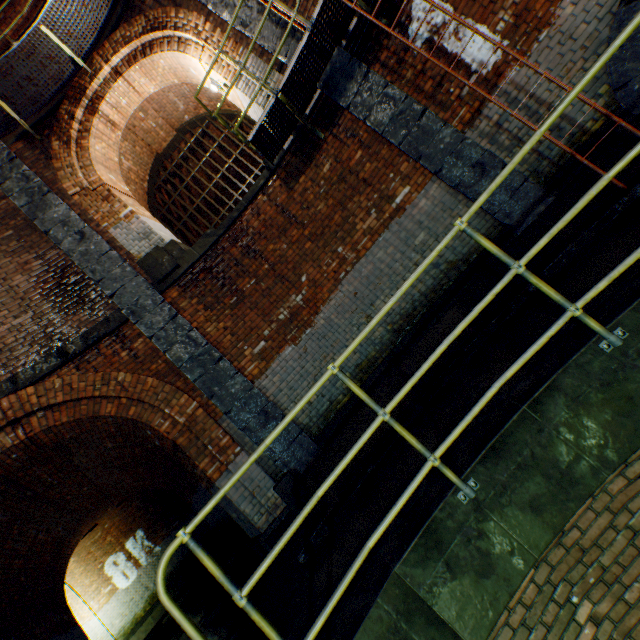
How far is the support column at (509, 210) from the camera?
4.8 meters

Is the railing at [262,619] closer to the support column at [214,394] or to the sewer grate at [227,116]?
the support column at [214,394]

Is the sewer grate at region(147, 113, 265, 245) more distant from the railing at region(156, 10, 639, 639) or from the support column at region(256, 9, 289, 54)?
the railing at region(156, 10, 639, 639)

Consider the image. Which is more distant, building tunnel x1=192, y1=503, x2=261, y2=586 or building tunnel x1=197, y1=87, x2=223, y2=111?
building tunnel x1=197, y1=87, x2=223, y2=111

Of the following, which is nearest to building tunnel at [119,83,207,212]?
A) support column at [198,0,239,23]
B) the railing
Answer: support column at [198,0,239,23]

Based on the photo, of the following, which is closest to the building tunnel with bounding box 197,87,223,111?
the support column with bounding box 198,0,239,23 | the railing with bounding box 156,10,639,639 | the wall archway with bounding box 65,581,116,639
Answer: the support column with bounding box 198,0,239,23

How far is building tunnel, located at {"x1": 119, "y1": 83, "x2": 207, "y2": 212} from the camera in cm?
855

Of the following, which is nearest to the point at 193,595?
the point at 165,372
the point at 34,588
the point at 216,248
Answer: the point at 34,588
